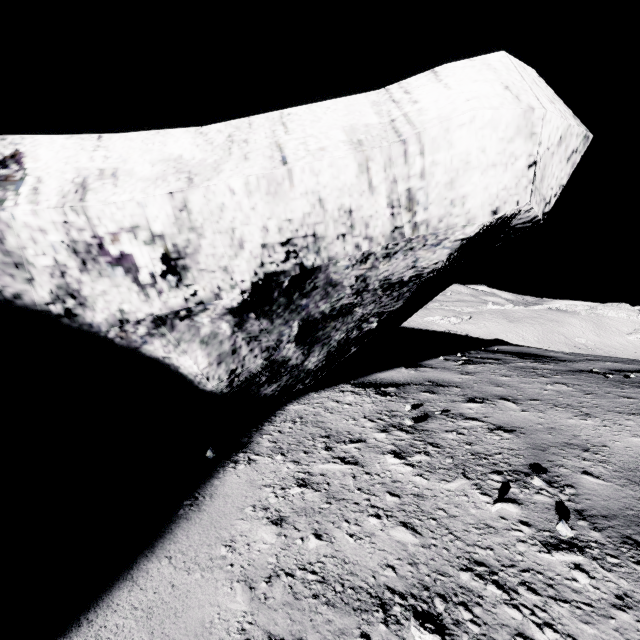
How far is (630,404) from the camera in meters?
2.3
